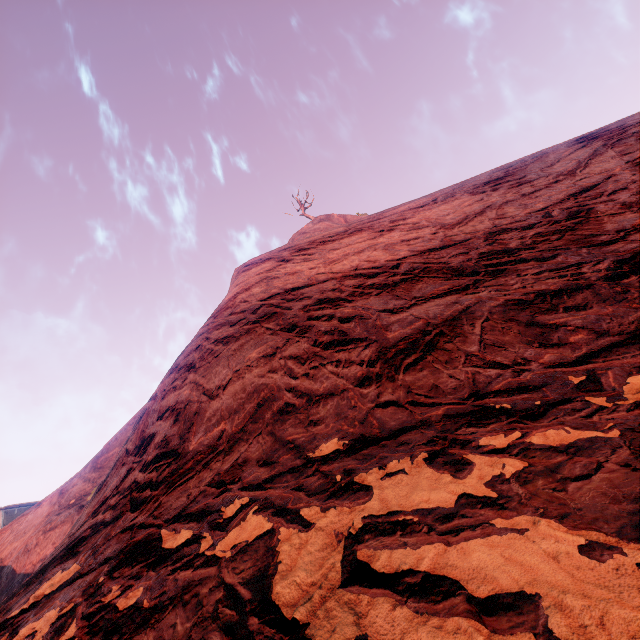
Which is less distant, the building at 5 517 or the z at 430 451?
the z at 430 451

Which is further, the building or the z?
the building

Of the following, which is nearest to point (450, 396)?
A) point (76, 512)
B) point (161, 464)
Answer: point (161, 464)

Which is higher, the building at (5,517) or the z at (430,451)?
the building at (5,517)

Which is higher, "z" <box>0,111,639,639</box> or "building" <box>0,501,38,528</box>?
"building" <box>0,501,38,528</box>
